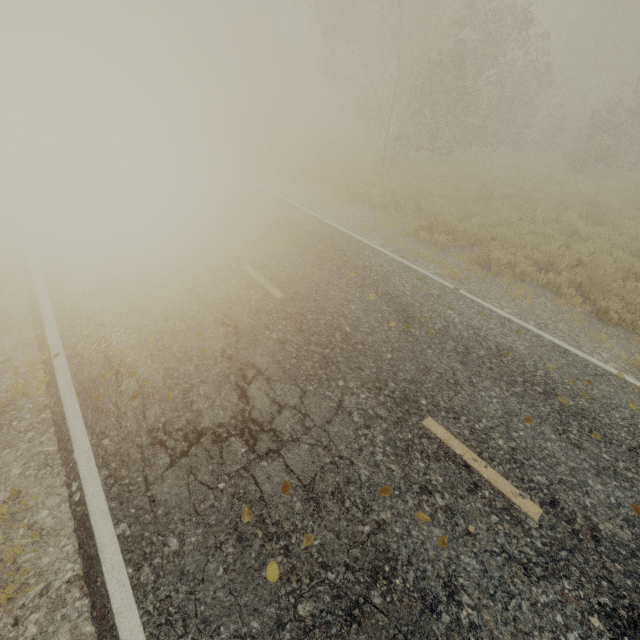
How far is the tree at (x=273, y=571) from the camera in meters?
2.9 m

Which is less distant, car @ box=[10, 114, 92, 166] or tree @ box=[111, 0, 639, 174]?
car @ box=[10, 114, 92, 166]

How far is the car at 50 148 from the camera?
11.4 meters

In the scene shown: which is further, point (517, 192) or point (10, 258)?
point (517, 192)

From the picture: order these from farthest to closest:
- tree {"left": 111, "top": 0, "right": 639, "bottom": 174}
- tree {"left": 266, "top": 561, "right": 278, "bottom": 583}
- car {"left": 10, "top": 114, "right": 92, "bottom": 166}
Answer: tree {"left": 111, "top": 0, "right": 639, "bottom": 174} < car {"left": 10, "top": 114, "right": 92, "bottom": 166} < tree {"left": 266, "top": 561, "right": 278, "bottom": 583}

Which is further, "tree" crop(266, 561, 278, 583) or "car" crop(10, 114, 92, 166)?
"car" crop(10, 114, 92, 166)

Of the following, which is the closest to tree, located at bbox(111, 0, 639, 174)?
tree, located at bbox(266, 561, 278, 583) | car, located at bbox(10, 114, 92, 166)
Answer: car, located at bbox(10, 114, 92, 166)

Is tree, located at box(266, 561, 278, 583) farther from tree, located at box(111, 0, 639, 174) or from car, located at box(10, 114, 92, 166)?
tree, located at box(111, 0, 639, 174)
